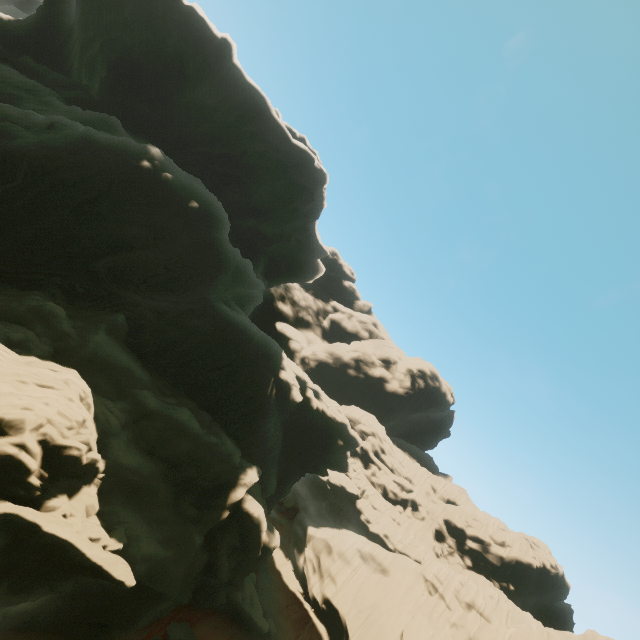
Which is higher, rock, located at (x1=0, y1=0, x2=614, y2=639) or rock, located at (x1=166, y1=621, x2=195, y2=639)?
Result: rock, located at (x1=0, y1=0, x2=614, y2=639)

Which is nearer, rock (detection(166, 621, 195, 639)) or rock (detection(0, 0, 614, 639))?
rock (detection(0, 0, 614, 639))

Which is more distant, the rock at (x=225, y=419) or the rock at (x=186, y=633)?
the rock at (x=186, y=633)

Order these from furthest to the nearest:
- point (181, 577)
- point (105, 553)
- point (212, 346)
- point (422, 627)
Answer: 1. point (422, 627)
2. point (212, 346)
3. point (181, 577)
4. point (105, 553)

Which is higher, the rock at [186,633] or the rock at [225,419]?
the rock at [225,419]
